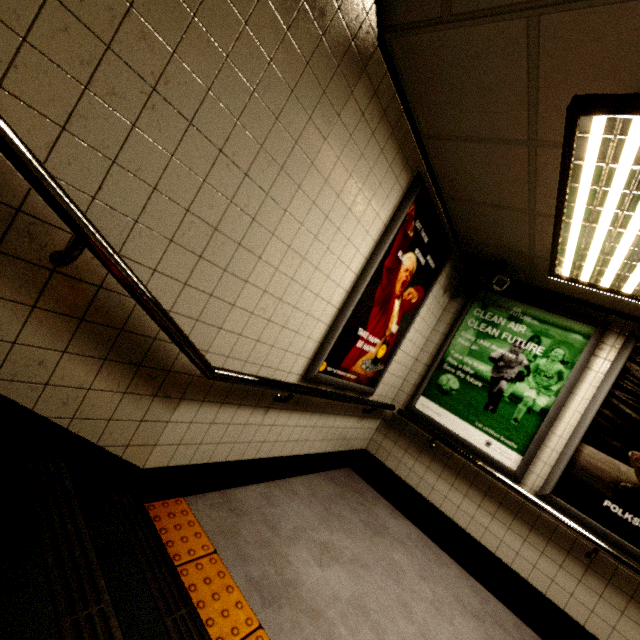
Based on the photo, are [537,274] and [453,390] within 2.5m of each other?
yes

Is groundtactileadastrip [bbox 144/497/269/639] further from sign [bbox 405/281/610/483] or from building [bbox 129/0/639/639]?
sign [bbox 405/281/610/483]

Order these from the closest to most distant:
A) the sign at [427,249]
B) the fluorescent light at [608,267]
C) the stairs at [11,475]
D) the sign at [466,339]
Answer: the stairs at [11,475]
the fluorescent light at [608,267]
the sign at [427,249]
the sign at [466,339]

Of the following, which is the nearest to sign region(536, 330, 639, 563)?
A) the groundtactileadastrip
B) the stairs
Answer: the groundtactileadastrip

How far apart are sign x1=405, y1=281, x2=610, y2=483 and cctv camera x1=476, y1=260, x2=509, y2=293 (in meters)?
0.16

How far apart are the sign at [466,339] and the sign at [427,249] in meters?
0.7 m

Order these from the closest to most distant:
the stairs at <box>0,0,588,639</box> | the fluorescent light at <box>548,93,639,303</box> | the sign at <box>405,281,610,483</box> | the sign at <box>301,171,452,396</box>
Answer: the stairs at <box>0,0,588,639</box>
the fluorescent light at <box>548,93,639,303</box>
the sign at <box>301,171,452,396</box>
the sign at <box>405,281,610,483</box>

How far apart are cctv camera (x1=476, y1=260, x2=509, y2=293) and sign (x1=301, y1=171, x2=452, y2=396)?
0.4m
